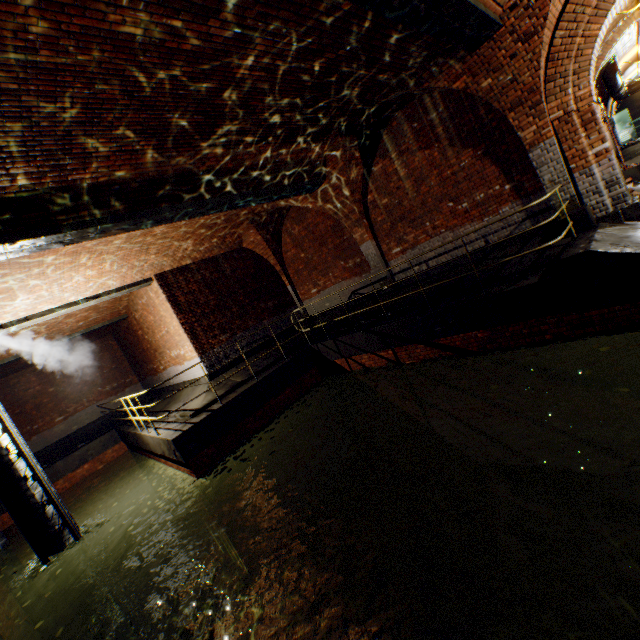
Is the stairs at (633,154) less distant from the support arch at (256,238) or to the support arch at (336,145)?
the support arch at (336,145)

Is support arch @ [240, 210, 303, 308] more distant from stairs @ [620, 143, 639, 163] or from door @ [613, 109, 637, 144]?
stairs @ [620, 143, 639, 163]

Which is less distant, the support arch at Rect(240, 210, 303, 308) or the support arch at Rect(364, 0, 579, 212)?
the support arch at Rect(364, 0, 579, 212)

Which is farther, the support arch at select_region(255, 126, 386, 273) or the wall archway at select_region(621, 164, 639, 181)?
the wall archway at select_region(621, 164, 639, 181)

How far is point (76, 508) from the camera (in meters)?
13.81

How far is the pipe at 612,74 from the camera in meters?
12.1 m

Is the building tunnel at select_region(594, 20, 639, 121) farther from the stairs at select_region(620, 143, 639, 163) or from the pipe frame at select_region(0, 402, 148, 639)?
the pipe frame at select_region(0, 402, 148, 639)

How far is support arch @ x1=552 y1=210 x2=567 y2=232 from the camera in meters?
6.8
